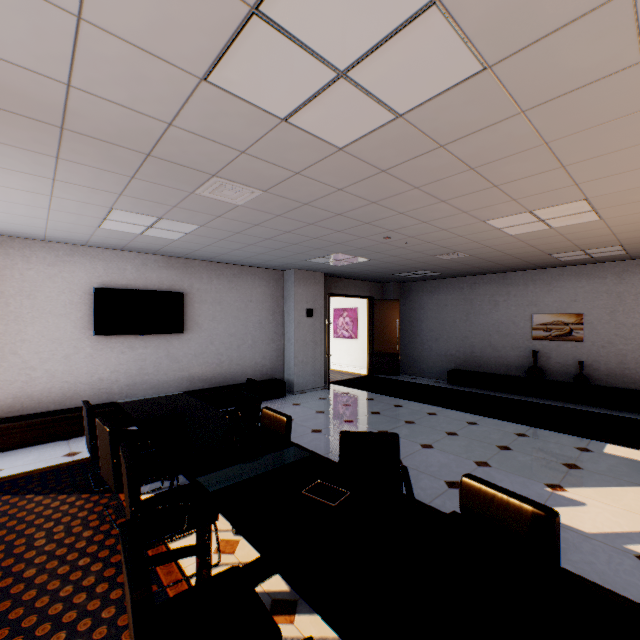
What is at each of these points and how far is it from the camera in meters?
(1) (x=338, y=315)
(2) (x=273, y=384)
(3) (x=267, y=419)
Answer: (1) picture, 12.6 m
(2) cupboard, 7.2 m
(3) chair, 3.2 m

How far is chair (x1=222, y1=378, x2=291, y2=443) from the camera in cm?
301

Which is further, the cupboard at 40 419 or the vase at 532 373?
the vase at 532 373

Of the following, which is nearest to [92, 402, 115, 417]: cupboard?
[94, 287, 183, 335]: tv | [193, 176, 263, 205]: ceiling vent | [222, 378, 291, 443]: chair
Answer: [94, 287, 183, 335]: tv

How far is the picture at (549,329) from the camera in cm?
711

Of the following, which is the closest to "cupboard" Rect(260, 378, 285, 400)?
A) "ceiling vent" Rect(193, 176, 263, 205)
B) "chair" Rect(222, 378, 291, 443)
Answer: "chair" Rect(222, 378, 291, 443)

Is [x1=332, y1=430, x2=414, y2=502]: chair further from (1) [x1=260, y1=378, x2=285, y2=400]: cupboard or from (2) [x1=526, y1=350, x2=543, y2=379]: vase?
(2) [x1=526, y1=350, x2=543, y2=379]: vase

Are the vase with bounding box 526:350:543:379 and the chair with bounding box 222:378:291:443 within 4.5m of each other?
no
